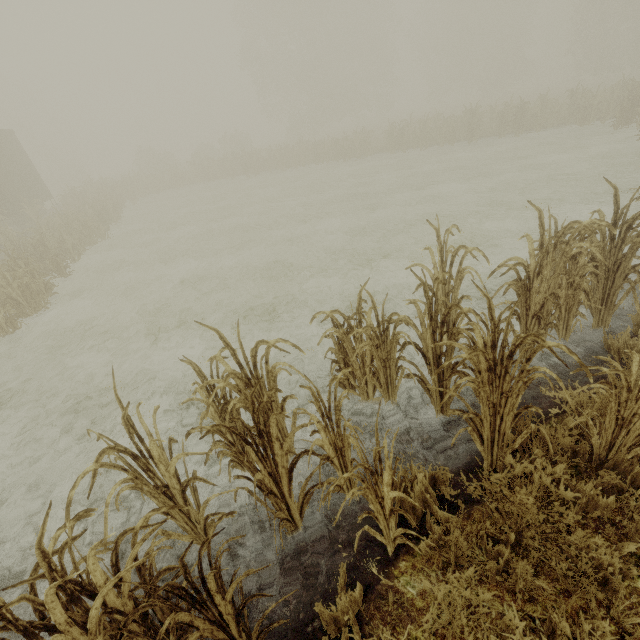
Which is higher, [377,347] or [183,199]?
[377,347]

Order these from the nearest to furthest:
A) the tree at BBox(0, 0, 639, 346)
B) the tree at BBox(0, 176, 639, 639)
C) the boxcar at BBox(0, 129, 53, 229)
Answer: the tree at BBox(0, 176, 639, 639), the tree at BBox(0, 0, 639, 346), the boxcar at BBox(0, 129, 53, 229)

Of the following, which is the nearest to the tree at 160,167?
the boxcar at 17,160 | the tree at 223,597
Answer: the tree at 223,597

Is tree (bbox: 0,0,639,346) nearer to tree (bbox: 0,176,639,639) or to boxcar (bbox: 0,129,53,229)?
tree (bbox: 0,176,639,639)

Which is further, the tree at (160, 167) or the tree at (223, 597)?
the tree at (160, 167)

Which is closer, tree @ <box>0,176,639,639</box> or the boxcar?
tree @ <box>0,176,639,639</box>

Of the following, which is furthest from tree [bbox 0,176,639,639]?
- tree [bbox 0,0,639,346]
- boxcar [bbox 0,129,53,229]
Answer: boxcar [bbox 0,129,53,229]
